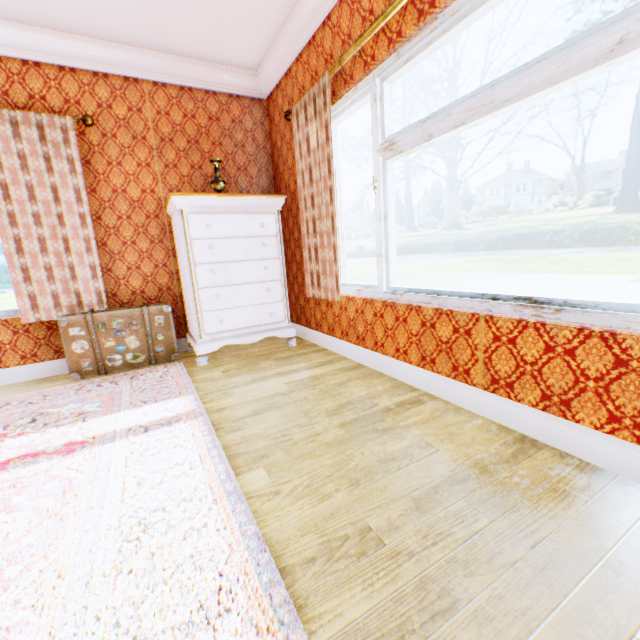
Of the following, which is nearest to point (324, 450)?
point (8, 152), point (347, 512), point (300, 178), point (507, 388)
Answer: point (347, 512)

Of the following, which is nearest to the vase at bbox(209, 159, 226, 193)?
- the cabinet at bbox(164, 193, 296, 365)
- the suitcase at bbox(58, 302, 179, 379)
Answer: the cabinet at bbox(164, 193, 296, 365)

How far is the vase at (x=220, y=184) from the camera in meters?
3.4

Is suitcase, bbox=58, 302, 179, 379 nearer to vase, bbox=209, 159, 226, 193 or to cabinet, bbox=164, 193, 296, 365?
cabinet, bbox=164, 193, 296, 365

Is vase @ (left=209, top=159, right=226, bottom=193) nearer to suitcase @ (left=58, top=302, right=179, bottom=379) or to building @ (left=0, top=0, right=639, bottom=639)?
building @ (left=0, top=0, right=639, bottom=639)

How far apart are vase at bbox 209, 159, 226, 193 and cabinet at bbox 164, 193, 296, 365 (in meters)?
0.29

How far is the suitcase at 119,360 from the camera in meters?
3.1 m

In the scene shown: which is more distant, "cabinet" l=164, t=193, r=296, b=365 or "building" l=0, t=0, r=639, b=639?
"cabinet" l=164, t=193, r=296, b=365
